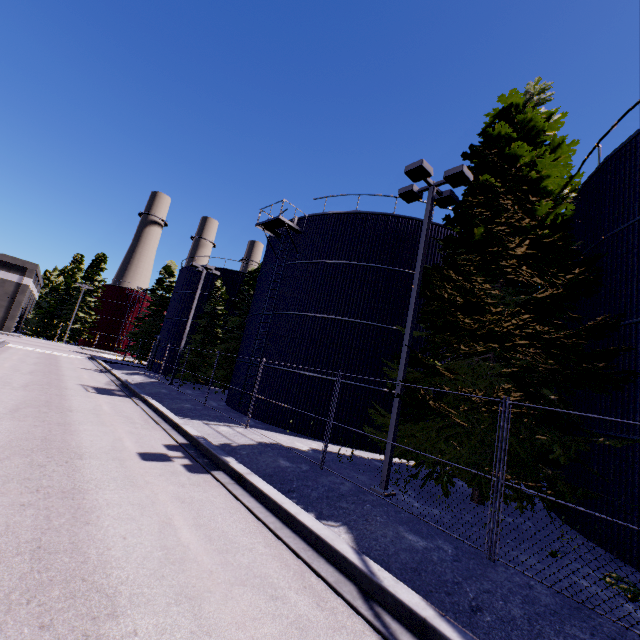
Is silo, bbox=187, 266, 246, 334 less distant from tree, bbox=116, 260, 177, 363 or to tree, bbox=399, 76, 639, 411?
tree, bbox=399, 76, 639, 411

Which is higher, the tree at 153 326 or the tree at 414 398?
the tree at 153 326

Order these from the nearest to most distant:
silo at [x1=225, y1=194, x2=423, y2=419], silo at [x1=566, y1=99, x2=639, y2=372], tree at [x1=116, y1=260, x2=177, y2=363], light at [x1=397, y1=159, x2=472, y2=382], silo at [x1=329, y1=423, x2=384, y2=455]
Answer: silo at [x1=566, y1=99, x2=639, y2=372], light at [x1=397, y1=159, x2=472, y2=382], silo at [x1=329, y1=423, x2=384, y2=455], silo at [x1=225, y1=194, x2=423, y2=419], tree at [x1=116, y1=260, x2=177, y2=363]

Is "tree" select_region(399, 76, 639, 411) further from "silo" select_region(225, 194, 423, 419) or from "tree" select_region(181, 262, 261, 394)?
"tree" select_region(181, 262, 261, 394)

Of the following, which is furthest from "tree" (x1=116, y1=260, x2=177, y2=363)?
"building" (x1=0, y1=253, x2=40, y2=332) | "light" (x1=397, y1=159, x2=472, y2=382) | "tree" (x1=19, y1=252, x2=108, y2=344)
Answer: "light" (x1=397, y1=159, x2=472, y2=382)

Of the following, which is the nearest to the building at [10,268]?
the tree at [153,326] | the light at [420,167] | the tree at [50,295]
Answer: the light at [420,167]

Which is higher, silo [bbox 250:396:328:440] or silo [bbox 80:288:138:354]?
silo [bbox 80:288:138:354]

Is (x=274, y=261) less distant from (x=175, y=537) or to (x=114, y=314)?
(x=175, y=537)
